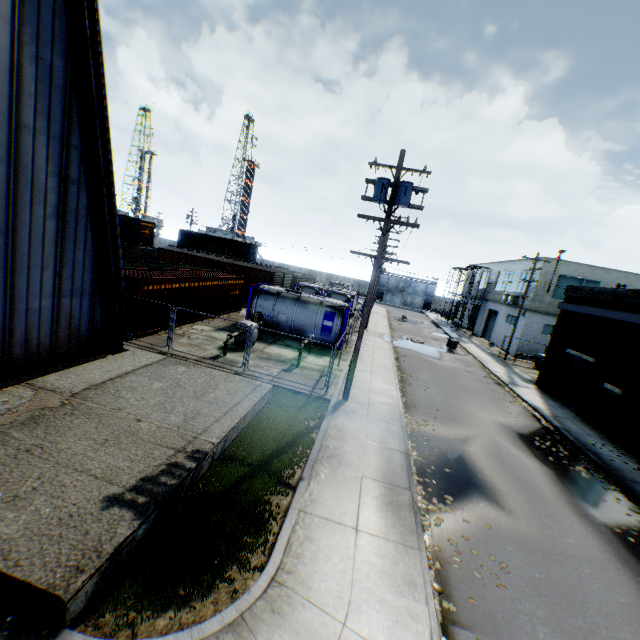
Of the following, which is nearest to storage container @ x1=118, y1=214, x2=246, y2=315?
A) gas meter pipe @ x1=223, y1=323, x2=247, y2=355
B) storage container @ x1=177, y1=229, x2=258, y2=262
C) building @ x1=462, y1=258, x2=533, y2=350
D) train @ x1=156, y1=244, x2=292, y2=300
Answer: gas meter pipe @ x1=223, y1=323, x2=247, y2=355

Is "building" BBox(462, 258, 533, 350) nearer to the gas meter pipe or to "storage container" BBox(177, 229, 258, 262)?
the gas meter pipe

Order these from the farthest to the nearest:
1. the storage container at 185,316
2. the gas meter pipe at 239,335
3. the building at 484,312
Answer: the building at 484,312, the storage container at 185,316, the gas meter pipe at 239,335

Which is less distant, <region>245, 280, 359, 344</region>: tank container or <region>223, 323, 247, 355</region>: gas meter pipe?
<region>223, 323, 247, 355</region>: gas meter pipe

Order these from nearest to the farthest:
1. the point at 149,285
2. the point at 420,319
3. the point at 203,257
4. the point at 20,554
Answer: the point at 20,554 → the point at 149,285 → the point at 203,257 → the point at 420,319

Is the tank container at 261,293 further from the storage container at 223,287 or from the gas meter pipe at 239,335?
the storage container at 223,287

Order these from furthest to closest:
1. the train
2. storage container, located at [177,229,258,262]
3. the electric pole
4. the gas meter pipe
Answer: storage container, located at [177,229,258,262] < the train < the gas meter pipe < the electric pole

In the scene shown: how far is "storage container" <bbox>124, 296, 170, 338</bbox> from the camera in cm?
1517
